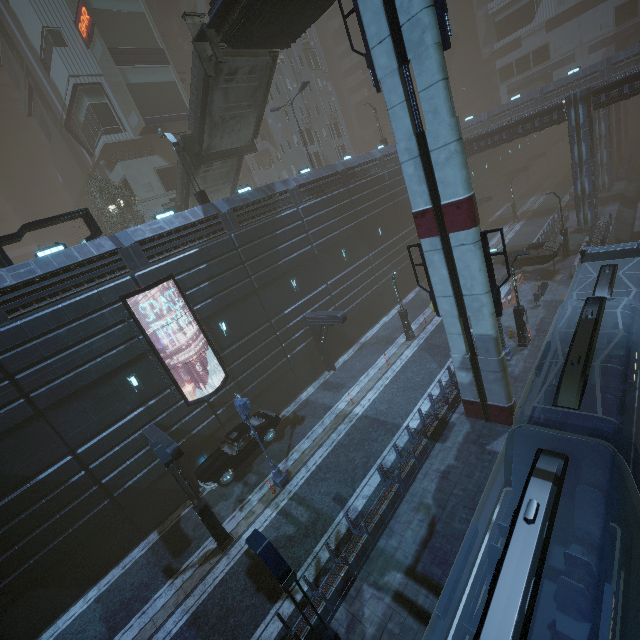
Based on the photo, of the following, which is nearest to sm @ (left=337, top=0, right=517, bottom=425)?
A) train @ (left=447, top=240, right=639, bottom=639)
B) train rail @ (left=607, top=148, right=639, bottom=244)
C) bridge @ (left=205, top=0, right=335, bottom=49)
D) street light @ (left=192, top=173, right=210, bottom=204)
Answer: bridge @ (left=205, top=0, right=335, bottom=49)

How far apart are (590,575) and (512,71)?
77.8m

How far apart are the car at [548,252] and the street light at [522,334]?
9.5m

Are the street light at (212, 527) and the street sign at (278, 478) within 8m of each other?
yes

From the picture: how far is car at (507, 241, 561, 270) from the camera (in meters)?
24.73

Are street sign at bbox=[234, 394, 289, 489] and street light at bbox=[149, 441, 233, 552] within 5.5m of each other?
yes

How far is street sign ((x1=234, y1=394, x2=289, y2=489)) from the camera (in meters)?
13.95

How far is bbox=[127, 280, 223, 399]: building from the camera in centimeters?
1633cm
